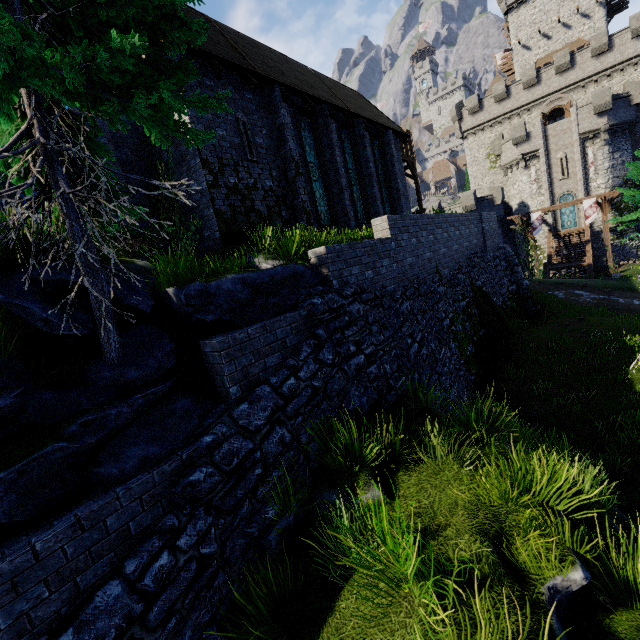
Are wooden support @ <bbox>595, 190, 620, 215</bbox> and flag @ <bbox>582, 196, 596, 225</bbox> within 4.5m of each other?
yes

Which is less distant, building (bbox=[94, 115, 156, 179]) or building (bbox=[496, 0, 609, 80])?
building (bbox=[94, 115, 156, 179])

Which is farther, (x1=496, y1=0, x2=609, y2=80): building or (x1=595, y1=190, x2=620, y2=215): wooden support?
(x1=496, y1=0, x2=609, y2=80): building

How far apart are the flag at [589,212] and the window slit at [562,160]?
10.0 meters

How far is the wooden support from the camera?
25.8m

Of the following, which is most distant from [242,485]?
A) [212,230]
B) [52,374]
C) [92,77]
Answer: [212,230]

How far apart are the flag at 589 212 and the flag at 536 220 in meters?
2.8 m

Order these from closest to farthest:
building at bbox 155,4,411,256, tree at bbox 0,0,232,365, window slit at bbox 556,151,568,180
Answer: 1. tree at bbox 0,0,232,365
2. building at bbox 155,4,411,256
3. window slit at bbox 556,151,568,180
